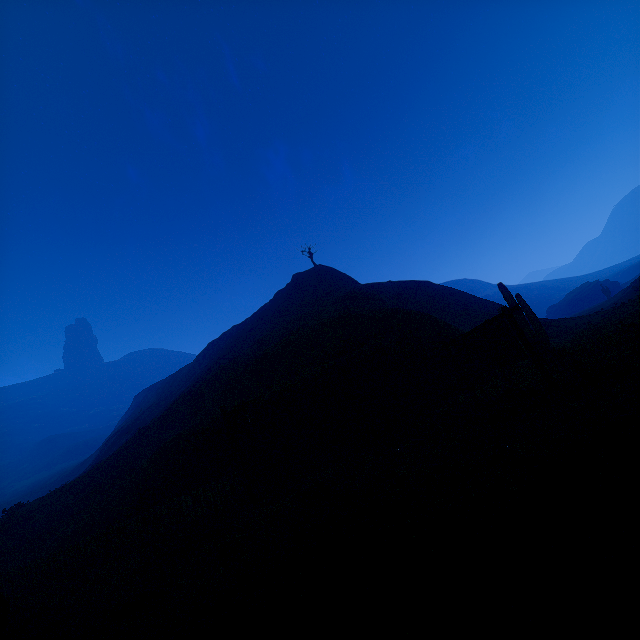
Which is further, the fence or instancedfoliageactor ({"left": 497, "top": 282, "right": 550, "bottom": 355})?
instancedfoliageactor ({"left": 497, "top": 282, "right": 550, "bottom": 355})

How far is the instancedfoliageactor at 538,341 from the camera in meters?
15.3

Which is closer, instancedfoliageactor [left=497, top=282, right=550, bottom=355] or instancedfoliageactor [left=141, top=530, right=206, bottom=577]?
instancedfoliageactor [left=141, top=530, right=206, bottom=577]

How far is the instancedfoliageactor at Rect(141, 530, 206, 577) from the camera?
7.5m

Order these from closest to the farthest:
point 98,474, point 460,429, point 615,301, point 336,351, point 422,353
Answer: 1. point 460,429
2. point 422,353
3. point 336,351
4. point 98,474
5. point 615,301

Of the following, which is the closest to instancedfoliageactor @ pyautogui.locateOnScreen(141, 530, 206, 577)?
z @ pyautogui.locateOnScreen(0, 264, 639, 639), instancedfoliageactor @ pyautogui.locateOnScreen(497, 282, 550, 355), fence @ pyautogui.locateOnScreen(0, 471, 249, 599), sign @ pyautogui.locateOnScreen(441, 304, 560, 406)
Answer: z @ pyautogui.locateOnScreen(0, 264, 639, 639)

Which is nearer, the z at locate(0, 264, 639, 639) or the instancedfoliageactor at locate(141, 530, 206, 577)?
the z at locate(0, 264, 639, 639)

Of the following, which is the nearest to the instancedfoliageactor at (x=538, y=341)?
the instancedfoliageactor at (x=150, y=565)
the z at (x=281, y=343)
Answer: the z at (x=281, y=343)
